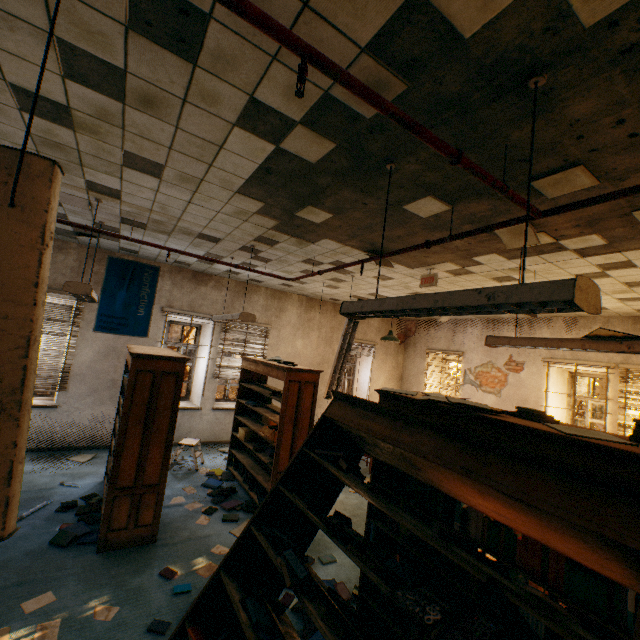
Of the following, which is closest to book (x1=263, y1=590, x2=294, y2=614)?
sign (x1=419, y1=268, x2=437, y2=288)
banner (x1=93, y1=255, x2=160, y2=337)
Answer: sign (x1=419, y1=268, x2=437, y2=288)

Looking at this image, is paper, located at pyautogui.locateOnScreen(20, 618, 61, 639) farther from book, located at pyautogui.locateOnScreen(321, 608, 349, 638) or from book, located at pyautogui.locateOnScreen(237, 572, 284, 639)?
book, located at pyautogui.locateOnScreen(321, 608, 349, 638)

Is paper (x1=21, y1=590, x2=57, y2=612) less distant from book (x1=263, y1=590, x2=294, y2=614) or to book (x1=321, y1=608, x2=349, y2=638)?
book (x1=263, y1=590, x2=294, y2=614)

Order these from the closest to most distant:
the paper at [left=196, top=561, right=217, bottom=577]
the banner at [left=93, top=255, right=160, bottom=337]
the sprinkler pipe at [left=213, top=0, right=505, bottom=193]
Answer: the sprinkler pipe at [left=213, top=0, right=505, bottom=193] < the paper at [left=196, top=561, right=217, bottom=577] < the banner at [left=93, top=255, right=160, bottom=337]

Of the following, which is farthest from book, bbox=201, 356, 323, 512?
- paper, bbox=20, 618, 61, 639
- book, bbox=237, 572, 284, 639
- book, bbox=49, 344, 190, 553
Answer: book, bbox=237, 572, 284, 639

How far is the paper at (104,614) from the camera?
2.8 meters

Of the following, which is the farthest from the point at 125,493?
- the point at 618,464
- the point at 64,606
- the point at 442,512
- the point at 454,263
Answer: the point at 454,263

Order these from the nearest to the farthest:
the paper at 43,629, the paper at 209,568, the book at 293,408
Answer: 1. the paper at 43,629
2. the paper at 209,568
3. the book at 293,408
